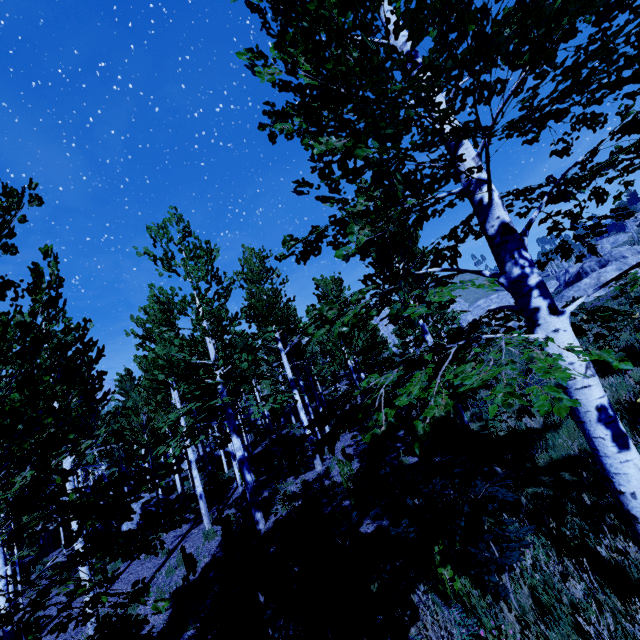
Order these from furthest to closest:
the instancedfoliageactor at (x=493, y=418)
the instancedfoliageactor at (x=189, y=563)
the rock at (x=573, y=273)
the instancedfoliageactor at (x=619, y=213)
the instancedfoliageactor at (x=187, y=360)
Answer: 1. the rock at (x=573, y=273)
2. the instancedfoliageactor at (x=189, y=563)
3. the instancedfoliageactor at (x=619, y=213)
4. the instancedfoliageactor at (x=187, y=360)
5. the instancedfoliageactor at (x=493, y=418)

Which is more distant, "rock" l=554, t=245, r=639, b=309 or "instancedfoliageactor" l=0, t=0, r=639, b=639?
"rock" l=554, t=245, r=639, b=309

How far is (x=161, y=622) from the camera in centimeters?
762cm

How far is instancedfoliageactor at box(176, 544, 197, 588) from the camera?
8.28m

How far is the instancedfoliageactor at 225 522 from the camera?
5.55m

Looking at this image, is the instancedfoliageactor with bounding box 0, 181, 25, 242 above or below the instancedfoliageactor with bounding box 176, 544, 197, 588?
above
